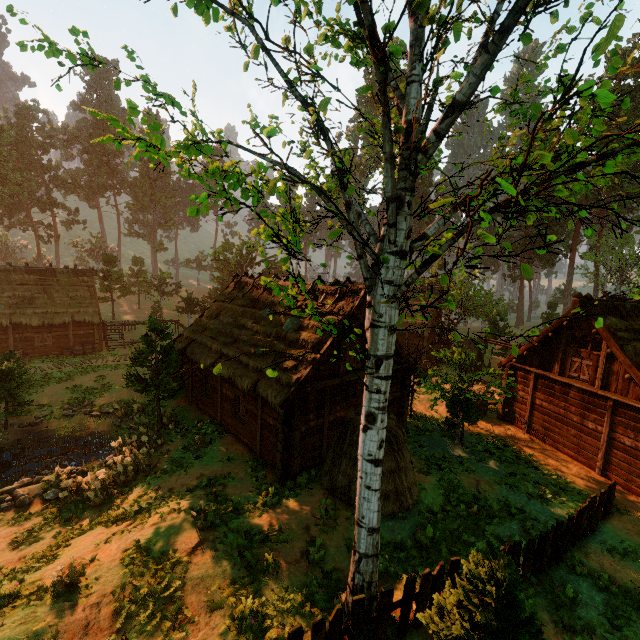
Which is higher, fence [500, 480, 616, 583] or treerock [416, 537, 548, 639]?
treerock [416, 537, 548, 639]

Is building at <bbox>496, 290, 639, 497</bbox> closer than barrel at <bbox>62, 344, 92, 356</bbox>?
Yes

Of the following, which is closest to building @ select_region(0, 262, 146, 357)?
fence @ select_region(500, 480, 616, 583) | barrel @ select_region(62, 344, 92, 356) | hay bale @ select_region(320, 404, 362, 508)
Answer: barrel @ select_region(62, 344, 92, 356)

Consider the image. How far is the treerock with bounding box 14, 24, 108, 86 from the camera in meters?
4.8

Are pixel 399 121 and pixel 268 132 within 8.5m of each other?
yes

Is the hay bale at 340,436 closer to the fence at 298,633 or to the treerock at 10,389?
the fence at 298,633

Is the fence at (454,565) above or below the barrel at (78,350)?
above

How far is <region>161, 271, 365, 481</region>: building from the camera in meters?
12.7 m
